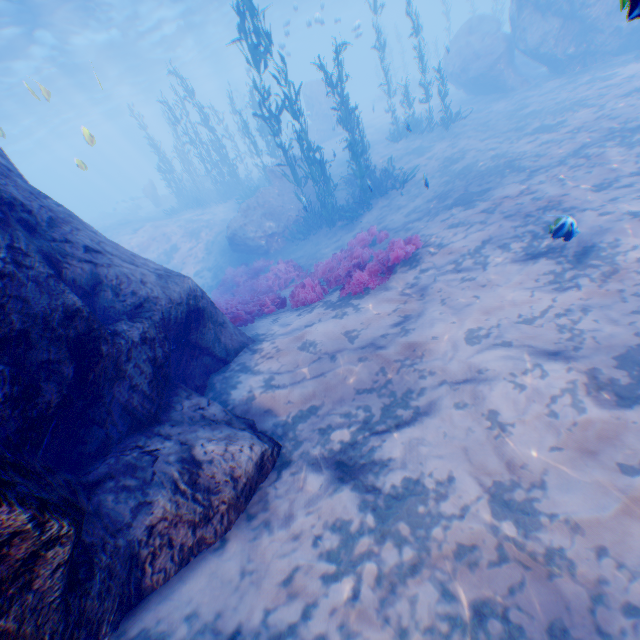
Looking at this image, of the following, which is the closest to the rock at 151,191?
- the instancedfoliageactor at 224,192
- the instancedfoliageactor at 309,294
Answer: the instancedfoliageactor at 309,294

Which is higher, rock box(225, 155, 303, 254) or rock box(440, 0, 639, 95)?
rock box(440, 0, 639, 95)

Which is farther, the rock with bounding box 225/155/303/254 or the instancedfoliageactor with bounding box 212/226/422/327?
the rock with bounding box 225/155/303/254

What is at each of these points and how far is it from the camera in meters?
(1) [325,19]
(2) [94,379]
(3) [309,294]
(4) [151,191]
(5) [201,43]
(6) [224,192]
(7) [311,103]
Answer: (1) light, 55.4
(2) rock, 3.6
(3) instancedfoliageactor, 8.2
(4) rock, 32.6
(5) light, 36.9
(6) instancedfoliageactor, 24.0
(7) rock, 28.4

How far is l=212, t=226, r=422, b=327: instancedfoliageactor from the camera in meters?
7.5

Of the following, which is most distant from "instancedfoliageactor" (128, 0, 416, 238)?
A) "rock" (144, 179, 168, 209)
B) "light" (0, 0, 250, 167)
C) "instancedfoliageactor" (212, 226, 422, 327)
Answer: "rock" (144, 179, 168, 209)

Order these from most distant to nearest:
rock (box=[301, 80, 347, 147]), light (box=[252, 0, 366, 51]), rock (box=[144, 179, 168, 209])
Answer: rock (box=[144, 179, 168, 209]), rock (box=[301, 80, 347, 147]), light (box=[252, 0, 366, 51])

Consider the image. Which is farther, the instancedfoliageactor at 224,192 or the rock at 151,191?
the rock at 151,191
